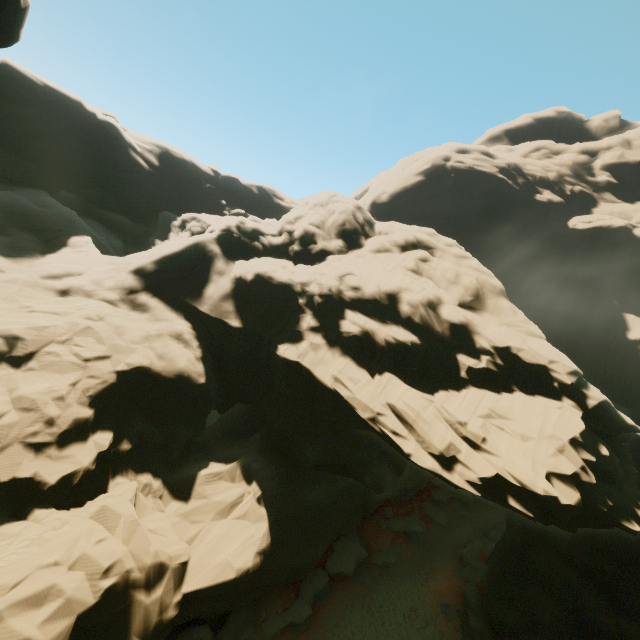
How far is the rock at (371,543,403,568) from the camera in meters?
25.6

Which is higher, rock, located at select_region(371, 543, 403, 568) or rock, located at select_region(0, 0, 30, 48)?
rock, located at select_region(0, 0, 30, 48)

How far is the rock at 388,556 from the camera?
25.6 meters

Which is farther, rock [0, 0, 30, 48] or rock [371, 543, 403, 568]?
rock [371, 543, 403, 568]

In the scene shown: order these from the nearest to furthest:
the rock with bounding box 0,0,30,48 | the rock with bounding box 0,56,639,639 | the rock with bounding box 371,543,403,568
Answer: the rock with bounding box 0,0,30,48, the rock with bounding box 0,56,639,639, the rock with bounding box 371,543,403,568

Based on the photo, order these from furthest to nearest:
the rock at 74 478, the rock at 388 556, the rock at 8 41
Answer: the rock at 388 556 < the rock at 74 478 < the rock at 8 41

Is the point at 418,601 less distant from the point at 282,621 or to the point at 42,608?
the point at 282,621
